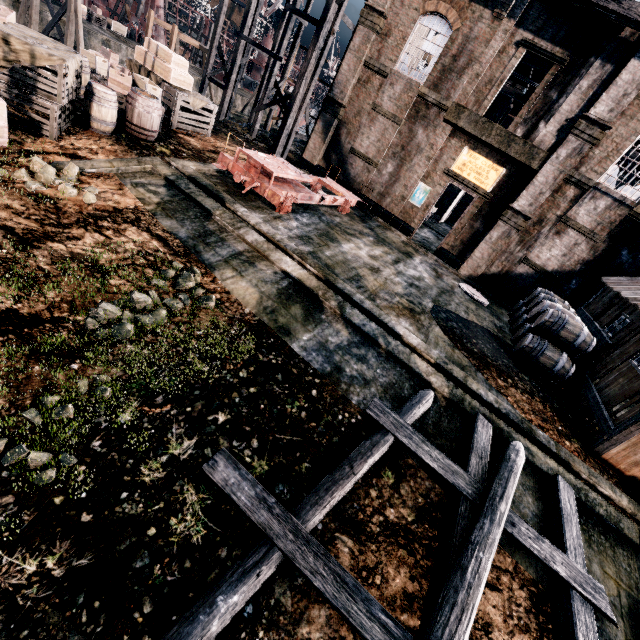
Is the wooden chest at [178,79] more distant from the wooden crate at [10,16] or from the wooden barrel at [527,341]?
the wooden barrel at [527,341]

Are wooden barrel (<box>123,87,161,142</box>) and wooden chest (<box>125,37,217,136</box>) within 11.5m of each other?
yes

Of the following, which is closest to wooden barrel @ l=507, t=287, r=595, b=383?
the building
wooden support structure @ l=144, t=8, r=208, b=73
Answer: the building

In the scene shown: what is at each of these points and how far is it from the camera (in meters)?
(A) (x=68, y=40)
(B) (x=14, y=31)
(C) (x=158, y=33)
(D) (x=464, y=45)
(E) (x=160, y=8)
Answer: (A) wooden support structure, 23.42
(B) wooden chest, 8.02
(C) ship construction, 51.81
(D) building, 16.14
(E) ship construction, 50.94

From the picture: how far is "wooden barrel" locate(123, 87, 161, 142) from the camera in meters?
10.9

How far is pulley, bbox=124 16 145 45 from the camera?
40.1m

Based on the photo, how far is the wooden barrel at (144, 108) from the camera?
10.92m

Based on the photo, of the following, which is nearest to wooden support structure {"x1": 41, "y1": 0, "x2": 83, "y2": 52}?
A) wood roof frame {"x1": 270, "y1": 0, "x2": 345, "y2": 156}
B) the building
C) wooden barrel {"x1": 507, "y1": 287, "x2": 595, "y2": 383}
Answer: wood roof frame {"x1": 270, "y1": 0, "x2": 345, "y2": 156}
